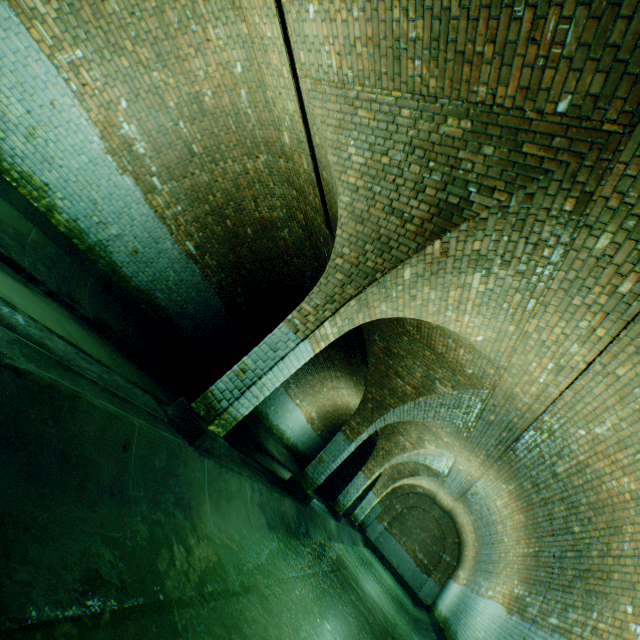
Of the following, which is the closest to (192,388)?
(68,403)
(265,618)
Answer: (265,618)

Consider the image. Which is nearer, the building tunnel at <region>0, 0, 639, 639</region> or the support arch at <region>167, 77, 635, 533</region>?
the building tunnel at <region>0, 0, 639, 639</region>

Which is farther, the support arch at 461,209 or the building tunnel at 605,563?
the support arch at 461,209
